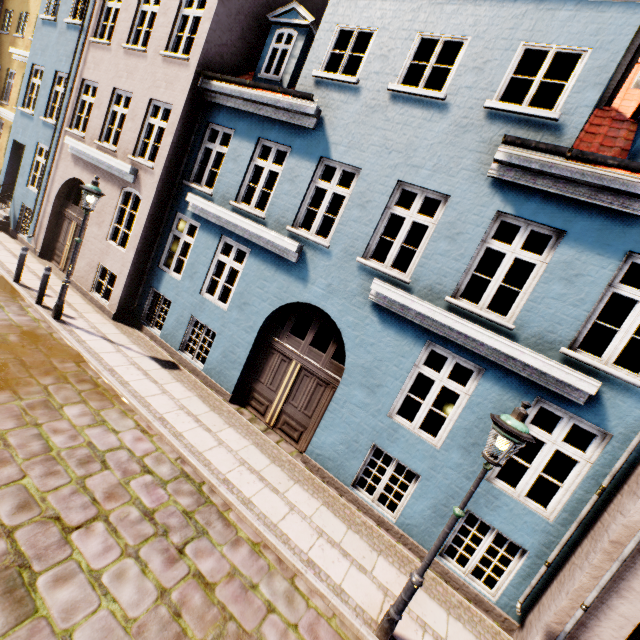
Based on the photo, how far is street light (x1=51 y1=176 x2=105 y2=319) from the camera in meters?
7.8 m

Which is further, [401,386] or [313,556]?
[401,386]

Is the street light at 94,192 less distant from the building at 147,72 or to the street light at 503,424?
the building at 147,72

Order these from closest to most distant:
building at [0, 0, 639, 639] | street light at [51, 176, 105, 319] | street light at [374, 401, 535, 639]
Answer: street light at [374, 401, 535, 639] → building at [0, 0, 639, 639] → street light at [51, 176, 105, 319]

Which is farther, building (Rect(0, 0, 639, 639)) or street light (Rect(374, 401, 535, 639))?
building (Rect(0, 0, 639, 639))

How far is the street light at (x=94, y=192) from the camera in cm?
781

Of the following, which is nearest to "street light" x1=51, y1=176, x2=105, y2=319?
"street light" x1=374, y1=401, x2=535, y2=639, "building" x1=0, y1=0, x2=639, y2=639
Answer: "building" x1=0, y1=0, x2=639, y2=639
